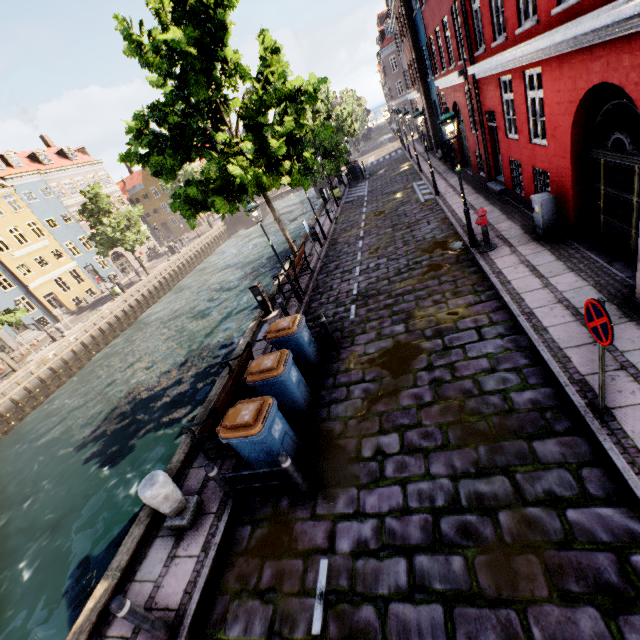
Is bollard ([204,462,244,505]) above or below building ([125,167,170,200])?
below

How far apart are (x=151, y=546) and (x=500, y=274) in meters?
9.5 m

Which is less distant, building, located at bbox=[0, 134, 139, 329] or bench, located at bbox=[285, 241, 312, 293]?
bench, located at bbox=[285, 241, 312, 293]

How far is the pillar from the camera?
5.3m

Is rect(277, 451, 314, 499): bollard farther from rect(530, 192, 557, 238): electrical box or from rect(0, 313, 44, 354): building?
rect(0, 313, 44, 354): building

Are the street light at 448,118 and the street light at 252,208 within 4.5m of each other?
no

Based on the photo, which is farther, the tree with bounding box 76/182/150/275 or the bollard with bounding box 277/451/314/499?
the tree with bounding box 76/182/150/275

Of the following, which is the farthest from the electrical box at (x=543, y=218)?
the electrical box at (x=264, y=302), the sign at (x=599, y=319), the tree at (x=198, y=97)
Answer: the electrical box at (x=264, y=302)
